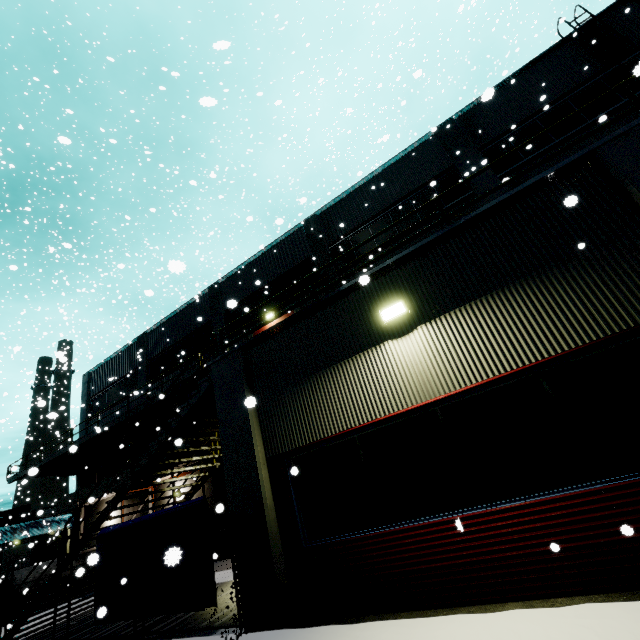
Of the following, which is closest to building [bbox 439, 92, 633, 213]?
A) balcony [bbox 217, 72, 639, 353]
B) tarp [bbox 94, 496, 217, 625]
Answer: balcony [bbox 217, 72, 639, 353]

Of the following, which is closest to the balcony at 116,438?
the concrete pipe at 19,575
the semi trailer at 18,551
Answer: the semi trailer at 18,551

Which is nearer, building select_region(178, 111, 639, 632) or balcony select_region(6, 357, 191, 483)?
building select_region(178, 111, 639, 632)

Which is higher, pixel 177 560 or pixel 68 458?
pixel 68 458

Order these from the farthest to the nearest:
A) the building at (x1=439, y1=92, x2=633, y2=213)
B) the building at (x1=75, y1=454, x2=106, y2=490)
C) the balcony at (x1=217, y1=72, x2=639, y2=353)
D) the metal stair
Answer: the building at (x1=75, y1=454, x2=106, y2=490), the building at (x1=439, y1=92, x2=633, y2=213), the metal stair, the balcony at (x1=217, y1=72, x2=639, y2=353)

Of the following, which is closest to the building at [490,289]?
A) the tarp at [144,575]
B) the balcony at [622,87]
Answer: the balcony at [622,87]

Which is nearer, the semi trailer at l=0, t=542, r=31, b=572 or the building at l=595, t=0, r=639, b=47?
the building at l=595, t=0, r=639, b=47

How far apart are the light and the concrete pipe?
20.7m
